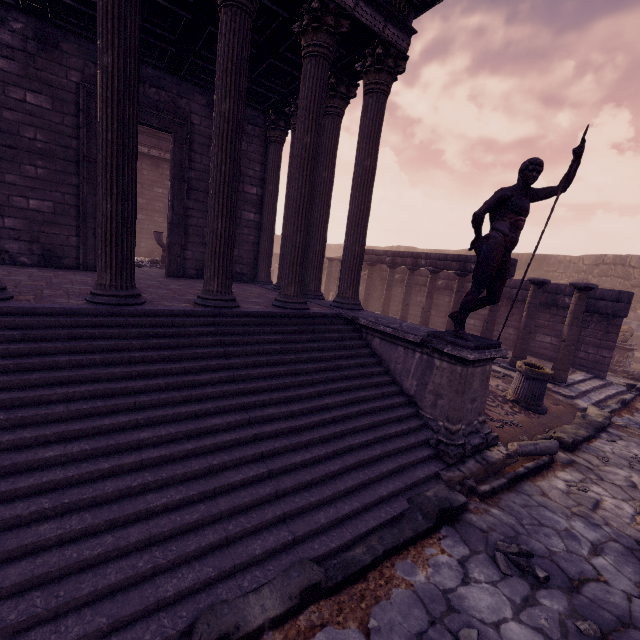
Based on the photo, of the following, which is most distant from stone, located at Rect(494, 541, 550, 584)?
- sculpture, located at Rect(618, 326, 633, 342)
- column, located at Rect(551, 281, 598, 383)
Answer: sculpture, located at Rect(618, 326, 633, 342)

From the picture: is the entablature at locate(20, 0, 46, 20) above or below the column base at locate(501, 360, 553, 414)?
above

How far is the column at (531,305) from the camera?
8.8 meters

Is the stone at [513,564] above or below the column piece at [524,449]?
below

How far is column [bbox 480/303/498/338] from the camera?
9.9 meters

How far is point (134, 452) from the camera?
2.94m

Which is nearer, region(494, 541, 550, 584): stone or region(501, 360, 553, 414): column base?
region(494, 541, 550, 584): stone

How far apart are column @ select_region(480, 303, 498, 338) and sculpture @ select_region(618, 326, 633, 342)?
7.3 meters
